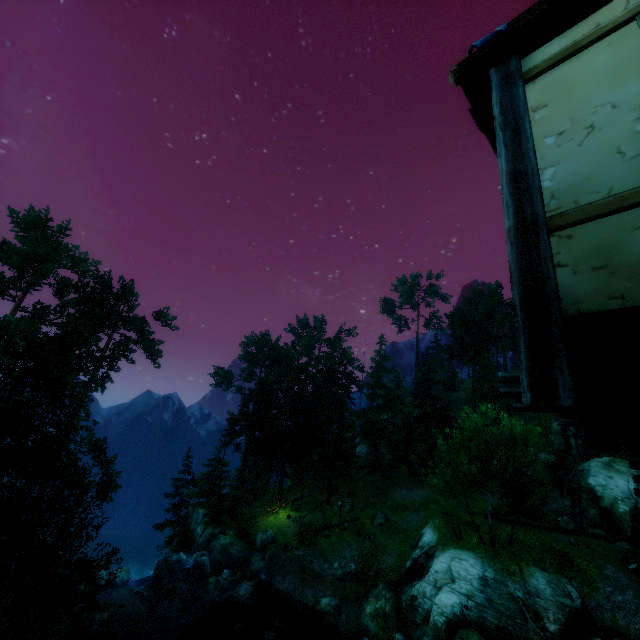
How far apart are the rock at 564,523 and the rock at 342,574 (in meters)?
20.32

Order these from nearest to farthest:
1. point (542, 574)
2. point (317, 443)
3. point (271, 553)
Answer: point (542, 574)
point (271, 553)
point (317, 443)

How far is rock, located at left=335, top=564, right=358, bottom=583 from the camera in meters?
25.5

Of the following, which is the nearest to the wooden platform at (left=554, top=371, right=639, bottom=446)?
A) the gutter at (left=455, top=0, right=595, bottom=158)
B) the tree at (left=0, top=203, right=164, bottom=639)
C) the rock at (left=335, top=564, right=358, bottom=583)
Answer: the gutter at (left=455, top=0, right=595, bottom=158)

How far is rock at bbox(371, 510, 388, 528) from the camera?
33.3 meters

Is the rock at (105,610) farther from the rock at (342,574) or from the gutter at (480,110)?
the gutter at (480,110)

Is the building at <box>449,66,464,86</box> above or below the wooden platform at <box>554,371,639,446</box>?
above

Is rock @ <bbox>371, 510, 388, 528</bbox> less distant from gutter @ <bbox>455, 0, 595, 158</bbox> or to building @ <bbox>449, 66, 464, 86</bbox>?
building @ <bbox>449, 66, 464, 86</bbox>
